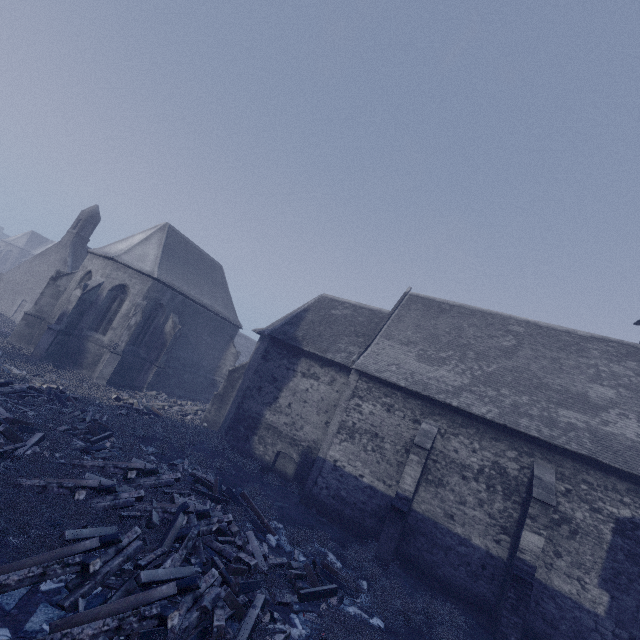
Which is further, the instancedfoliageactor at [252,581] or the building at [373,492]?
the building at [373,492]

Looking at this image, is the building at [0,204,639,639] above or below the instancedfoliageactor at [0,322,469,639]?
above

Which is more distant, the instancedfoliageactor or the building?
the building

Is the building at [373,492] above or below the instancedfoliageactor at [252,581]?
above

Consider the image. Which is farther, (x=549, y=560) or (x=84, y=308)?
(x=84, y=308)
